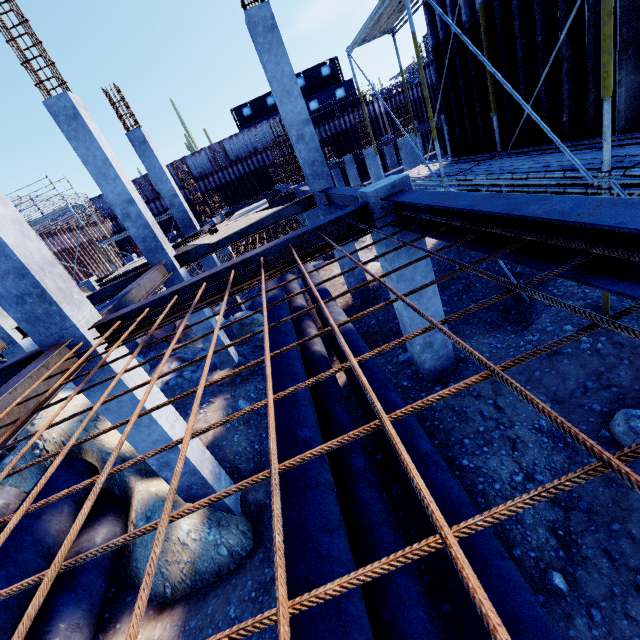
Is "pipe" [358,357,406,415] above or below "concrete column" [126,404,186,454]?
below

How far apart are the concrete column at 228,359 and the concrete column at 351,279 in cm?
427

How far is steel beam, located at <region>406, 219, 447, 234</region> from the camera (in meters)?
3.47

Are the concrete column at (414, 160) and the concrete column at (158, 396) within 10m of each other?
no

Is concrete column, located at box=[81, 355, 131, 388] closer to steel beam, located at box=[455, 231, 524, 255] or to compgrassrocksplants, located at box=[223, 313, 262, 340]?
steel beam, located at box=[455, 231, 524, 255]

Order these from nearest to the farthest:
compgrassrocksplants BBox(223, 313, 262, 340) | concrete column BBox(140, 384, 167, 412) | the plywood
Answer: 1. concrete column BBox(140, 384, 167, 412)
2. the plywood
3. compgrassrocksplants BBox(223, 313, 262, 340)

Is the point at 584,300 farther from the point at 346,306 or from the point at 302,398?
the point at 346,306

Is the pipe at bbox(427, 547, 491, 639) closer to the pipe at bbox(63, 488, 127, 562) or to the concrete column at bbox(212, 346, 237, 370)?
the concrete column at bbox(212, 346, 237, 370)
